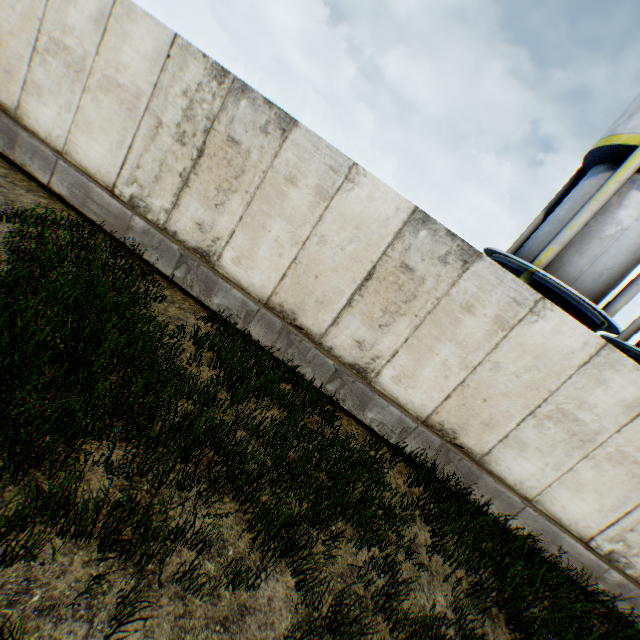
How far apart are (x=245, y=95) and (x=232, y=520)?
6.1m
